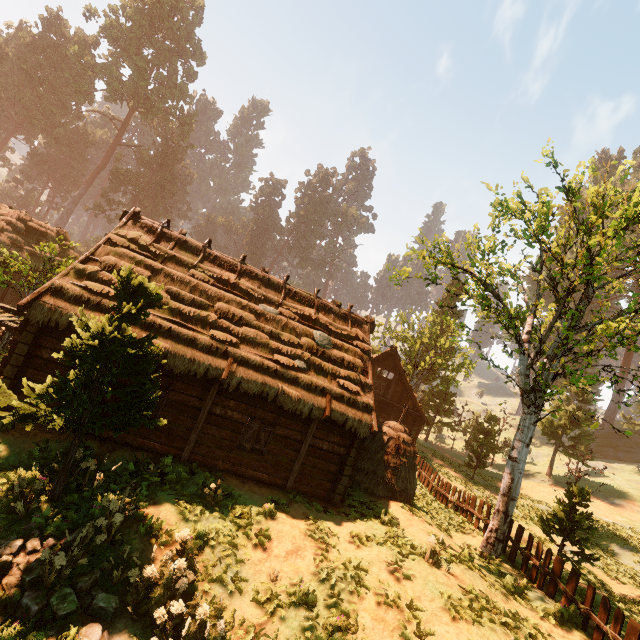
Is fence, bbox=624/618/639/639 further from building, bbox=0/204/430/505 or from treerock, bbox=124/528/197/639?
building, bbox=0/204/430/505

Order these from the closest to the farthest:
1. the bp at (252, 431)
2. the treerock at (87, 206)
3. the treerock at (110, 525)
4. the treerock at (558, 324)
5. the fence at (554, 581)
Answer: the treerock at (110, 525) < the fence at (554, 581) < the treerock at (558, 324) < the bp at (252, 431) < the treerock at (87, 206)

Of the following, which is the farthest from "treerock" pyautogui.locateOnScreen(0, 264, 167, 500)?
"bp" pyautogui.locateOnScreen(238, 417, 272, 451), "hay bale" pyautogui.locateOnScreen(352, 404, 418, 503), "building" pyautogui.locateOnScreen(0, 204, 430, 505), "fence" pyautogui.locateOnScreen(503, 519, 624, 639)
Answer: "bp" pyautogui.locateOnScreen(238, 417, 272, 451)

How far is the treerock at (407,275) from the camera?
13.65m

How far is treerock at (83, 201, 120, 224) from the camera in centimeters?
5112cm

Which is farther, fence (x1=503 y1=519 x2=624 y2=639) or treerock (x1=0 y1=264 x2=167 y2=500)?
fence (x1=503 y1=519 x2=624 y2=639)

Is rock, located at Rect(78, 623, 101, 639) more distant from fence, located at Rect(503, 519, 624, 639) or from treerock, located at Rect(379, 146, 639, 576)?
fence, located at Rect(503, 519, 624, 639)

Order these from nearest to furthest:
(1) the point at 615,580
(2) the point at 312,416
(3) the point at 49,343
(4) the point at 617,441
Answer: (3) the point at 49,343, (2) the point at 312,416, (1) the point at 615,580, (4) the point at 617,441
